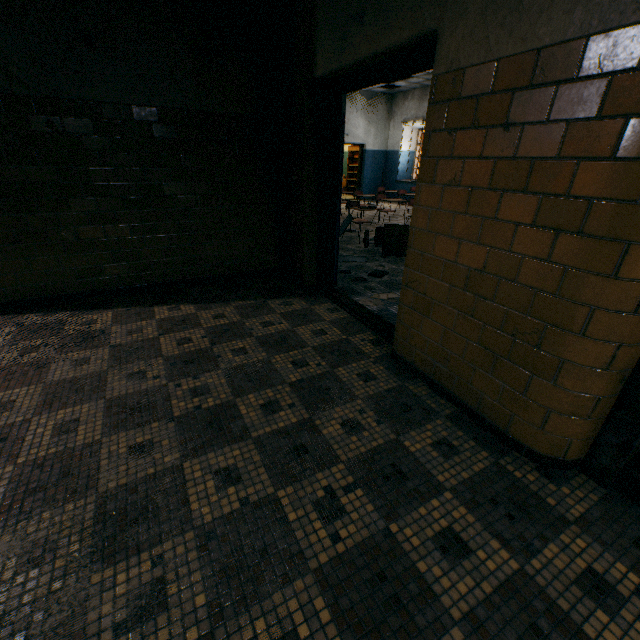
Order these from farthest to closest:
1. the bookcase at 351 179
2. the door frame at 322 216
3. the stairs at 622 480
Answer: the bookcase at 351 179 < the door frame at 322 216 < the stairs at 622 480

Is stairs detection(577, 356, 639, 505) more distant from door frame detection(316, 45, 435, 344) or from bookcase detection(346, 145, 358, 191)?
bookcase detection(346, 145, 358, 191)

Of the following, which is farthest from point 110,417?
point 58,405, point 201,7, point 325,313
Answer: point 201,7

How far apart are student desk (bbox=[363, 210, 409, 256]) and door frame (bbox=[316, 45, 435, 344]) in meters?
2.0 m

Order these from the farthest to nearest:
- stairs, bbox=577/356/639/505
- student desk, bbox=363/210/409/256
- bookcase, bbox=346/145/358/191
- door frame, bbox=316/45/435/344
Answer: bookcase, bbox=346/145/358/191, student desk, bbox=363/210/409/256, door frame, bbox=316/45/435/344, stairs, bbox=577/356/639/505

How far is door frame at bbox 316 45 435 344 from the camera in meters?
2.4 m

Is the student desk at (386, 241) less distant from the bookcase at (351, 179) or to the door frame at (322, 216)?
the door frame at (322, 216)

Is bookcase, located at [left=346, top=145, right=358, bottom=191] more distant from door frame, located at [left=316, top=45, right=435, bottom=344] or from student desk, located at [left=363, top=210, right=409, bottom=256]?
door frame, located at [left=316, top=45, right=435, bottom=344]
